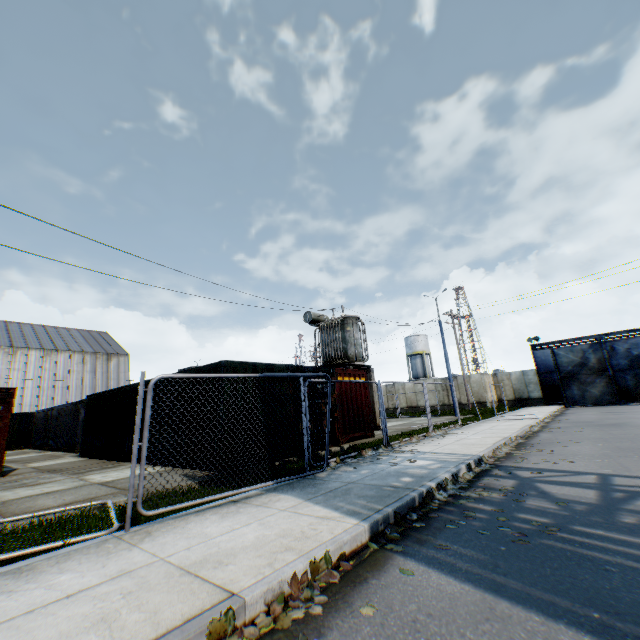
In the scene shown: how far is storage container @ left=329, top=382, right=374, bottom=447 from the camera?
12.43m

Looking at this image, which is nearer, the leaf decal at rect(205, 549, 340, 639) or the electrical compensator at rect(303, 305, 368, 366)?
the leaf decal at rect(205, 549, 340, 639)

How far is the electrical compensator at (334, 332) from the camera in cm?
1806

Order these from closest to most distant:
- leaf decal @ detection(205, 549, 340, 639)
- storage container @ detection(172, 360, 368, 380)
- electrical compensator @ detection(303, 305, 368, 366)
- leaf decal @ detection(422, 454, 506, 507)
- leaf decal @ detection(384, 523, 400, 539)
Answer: leaf decal @ detection(205, 549, 340, 639), leaf decal @ detection(384, 523, 400, 539), leaf decal @ detection(422, 454, 506, 507), storage container @ detection(172, 360, 368, 380), electrical compensator @ detection(303, 305, 368, 366)

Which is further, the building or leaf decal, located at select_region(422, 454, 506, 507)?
the building

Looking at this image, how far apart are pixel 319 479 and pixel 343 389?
6.7 meters

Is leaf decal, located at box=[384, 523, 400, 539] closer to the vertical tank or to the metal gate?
the metal gate

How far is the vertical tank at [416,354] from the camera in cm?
5484
